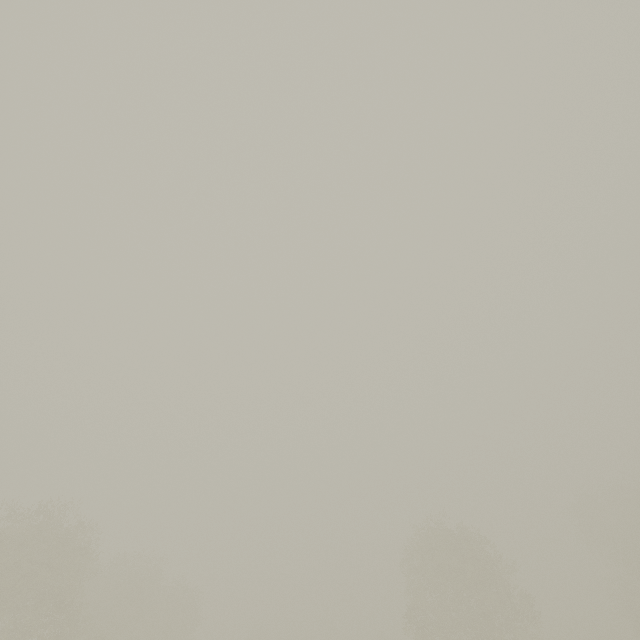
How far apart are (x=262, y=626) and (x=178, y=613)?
32.0m

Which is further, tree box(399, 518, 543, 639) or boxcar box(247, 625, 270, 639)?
boxcar box(247, 625, 270, 639)

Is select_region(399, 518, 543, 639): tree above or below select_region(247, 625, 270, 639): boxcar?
above

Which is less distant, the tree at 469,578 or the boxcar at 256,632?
the tree at 469,578

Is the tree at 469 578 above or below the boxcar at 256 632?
above
